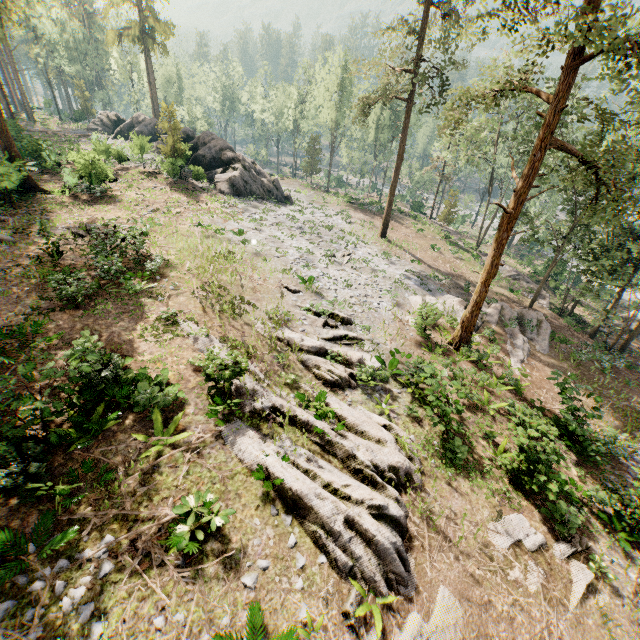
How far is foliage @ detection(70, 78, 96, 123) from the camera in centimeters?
5284cm

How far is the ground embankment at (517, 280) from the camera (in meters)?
32.96

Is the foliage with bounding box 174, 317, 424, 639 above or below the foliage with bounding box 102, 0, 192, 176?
below

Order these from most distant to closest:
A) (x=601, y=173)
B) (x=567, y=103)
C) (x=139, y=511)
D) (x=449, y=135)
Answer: (x=449, y=135)
(x=567, y=103)
(x=601, y=173)
(x=139, y=511)

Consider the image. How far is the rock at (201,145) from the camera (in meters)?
32.12

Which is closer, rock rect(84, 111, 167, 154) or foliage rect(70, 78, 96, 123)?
rock rect(84, 111, 167, 154)

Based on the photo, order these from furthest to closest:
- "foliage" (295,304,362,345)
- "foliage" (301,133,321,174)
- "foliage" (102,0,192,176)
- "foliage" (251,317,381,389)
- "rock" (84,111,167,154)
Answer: "foliage" (301,133,321,174) < "rock" (84,111,167,154) < "foliage" (102,0,192,176) < "foliage" (295,304,362,345) < "foliage" (251,317,381,389)
